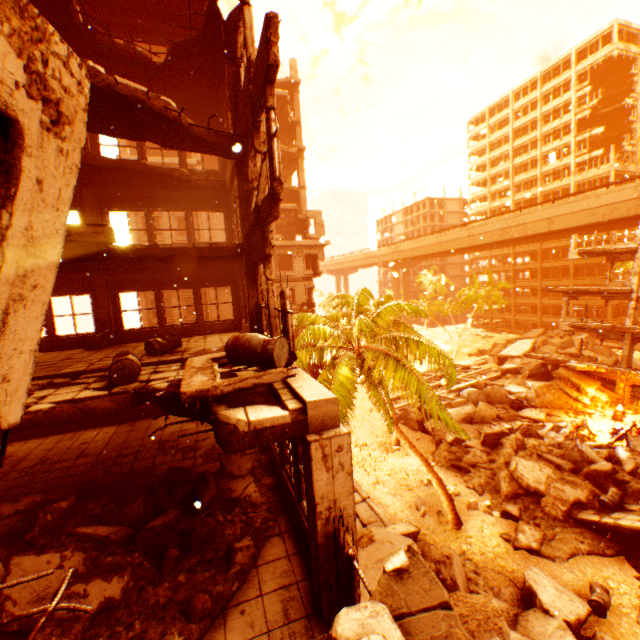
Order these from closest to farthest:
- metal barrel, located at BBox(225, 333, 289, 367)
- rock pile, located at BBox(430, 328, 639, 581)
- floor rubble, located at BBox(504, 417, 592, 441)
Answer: metal barrel, located at BBox(225, 333, 289, 367) → rock pile, located at BBox(430, 328, 639, 581) → floor rubble, located at BBox(504, 417, 592, 441)

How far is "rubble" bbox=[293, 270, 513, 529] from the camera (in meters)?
12.11

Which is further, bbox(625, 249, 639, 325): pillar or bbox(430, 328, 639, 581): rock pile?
bbox(625, 249, 639, 325): pillar

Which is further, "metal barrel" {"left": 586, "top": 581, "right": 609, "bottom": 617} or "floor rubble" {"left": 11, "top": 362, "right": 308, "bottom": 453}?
"metal barrel" {"left": 586, "top": 581, "right": 609, "bottom": 617}

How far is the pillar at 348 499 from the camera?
4.22m

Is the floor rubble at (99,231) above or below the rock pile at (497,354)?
above

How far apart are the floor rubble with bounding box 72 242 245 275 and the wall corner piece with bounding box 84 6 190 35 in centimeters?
872cm

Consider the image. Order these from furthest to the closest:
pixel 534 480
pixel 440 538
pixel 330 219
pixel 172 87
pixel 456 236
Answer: pixel 456 236, pixel 330 219, pixel 534 480, pixel 440 538, pixel 172 87
